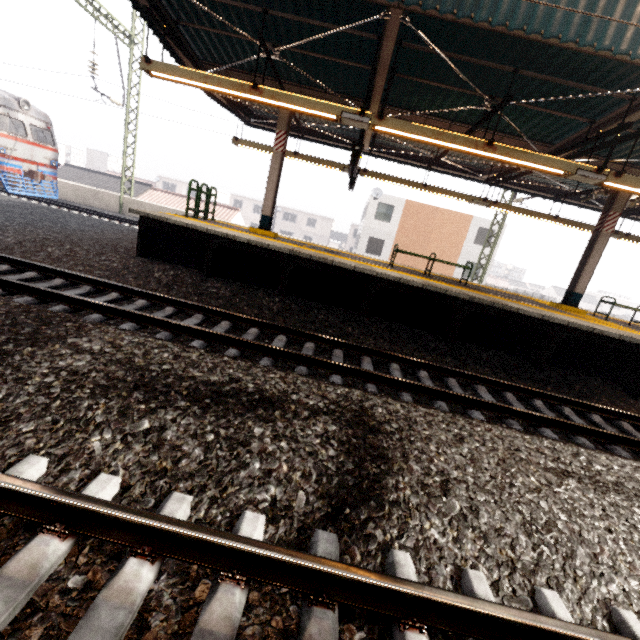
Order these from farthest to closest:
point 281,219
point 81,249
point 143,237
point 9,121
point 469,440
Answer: point 281,219
point 9,121
point 143,237
point 81,249
point 469,440

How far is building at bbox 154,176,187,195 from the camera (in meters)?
52.61

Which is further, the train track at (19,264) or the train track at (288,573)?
the train track at (19,264)

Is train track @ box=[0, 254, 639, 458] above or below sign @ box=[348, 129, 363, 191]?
below

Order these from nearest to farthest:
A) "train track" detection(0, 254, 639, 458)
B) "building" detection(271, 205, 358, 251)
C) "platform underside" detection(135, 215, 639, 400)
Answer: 1. "train track" detection(0, 254, 639, 458)
2. "platform underside" detection(135, 215, 639, 400)
3. "building" detection(271, 205, 358, 251)

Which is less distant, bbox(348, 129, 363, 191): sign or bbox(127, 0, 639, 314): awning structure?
bbox(127, 0, 639, 314): awning structure

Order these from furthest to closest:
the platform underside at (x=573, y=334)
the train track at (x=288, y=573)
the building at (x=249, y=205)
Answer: the building at (x=249, y=205) → the platform underside at (x=573, y=334) → the train track at (x=288, y=573)
